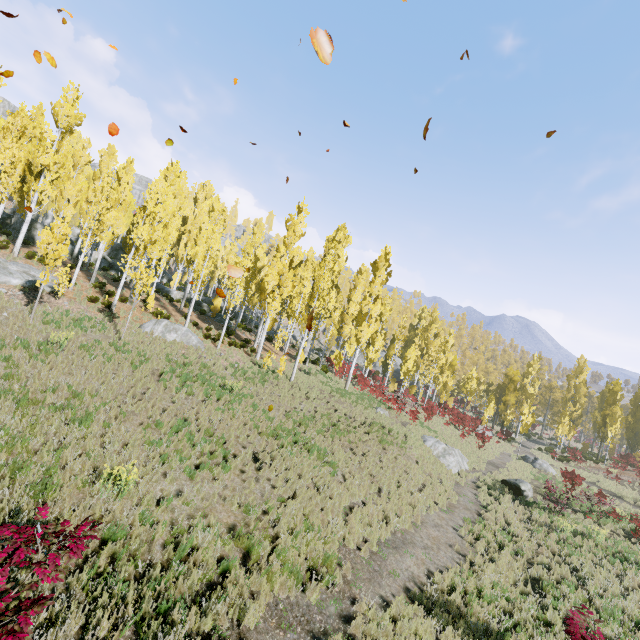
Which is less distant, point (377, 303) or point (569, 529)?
point (569, 529)

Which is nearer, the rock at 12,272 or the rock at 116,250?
the rock at 12,272

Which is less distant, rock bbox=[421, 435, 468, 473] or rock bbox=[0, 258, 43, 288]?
rock bbox=[0, 258, 43, 288]

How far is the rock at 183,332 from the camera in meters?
18.2 m

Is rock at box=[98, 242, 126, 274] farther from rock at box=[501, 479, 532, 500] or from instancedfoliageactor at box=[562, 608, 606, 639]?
rock at box=[501, 479, 532, 500]

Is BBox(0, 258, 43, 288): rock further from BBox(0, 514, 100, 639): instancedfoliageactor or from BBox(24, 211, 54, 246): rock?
BBox(24, 211, 54, 246): rock

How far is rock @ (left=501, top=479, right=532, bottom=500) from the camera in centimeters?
1927cm

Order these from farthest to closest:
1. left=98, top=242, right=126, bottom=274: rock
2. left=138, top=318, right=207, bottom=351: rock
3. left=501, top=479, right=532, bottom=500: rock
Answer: left=98, top=242, right=126, bottom=274: rock, left=501, top=479, right=532, bottom=500: rock, left=138, top=318, right=207, bottom=351: rock
